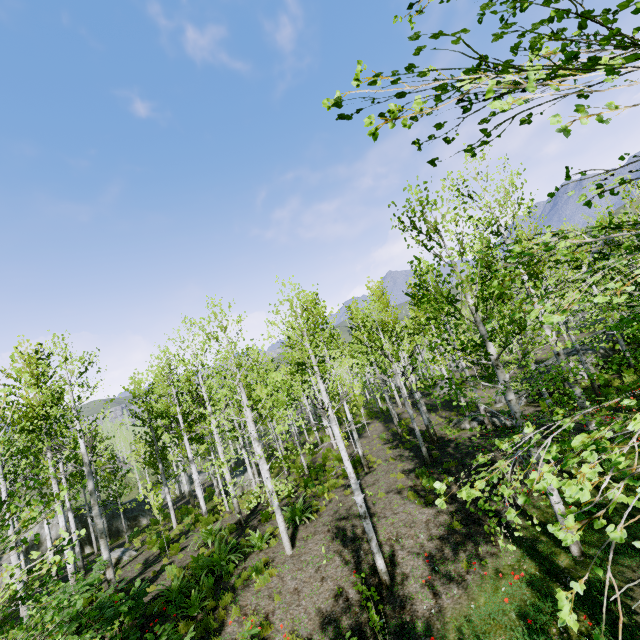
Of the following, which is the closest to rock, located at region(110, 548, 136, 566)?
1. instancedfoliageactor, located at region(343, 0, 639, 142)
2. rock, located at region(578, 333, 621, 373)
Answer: instancedfoliageactor, located at region(343, 0, 639, 142)

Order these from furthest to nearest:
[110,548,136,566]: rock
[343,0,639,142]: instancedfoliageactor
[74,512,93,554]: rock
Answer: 1. [74,512,93,554]: rock
2. [110,548,136,566]: rock
3. [343,0,639,142]: instancedfoliageactor

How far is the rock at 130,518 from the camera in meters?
25.4

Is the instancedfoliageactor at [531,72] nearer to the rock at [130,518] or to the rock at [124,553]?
the rock at [124,553]

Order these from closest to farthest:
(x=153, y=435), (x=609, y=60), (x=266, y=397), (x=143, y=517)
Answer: (x=609, y=60)
(x=266, y=397)
(x=153, y=435)
(x=143, y=517)

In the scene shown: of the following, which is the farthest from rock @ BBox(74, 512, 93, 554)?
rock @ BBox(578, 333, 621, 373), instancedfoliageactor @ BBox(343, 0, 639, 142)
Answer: instancedfoliageactor @ BBox(343, 0, 639, 142)

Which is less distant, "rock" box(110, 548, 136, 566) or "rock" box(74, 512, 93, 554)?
"rock" box(110, 548, 136, 566)

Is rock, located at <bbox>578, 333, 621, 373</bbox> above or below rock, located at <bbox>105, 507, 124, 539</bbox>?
above
